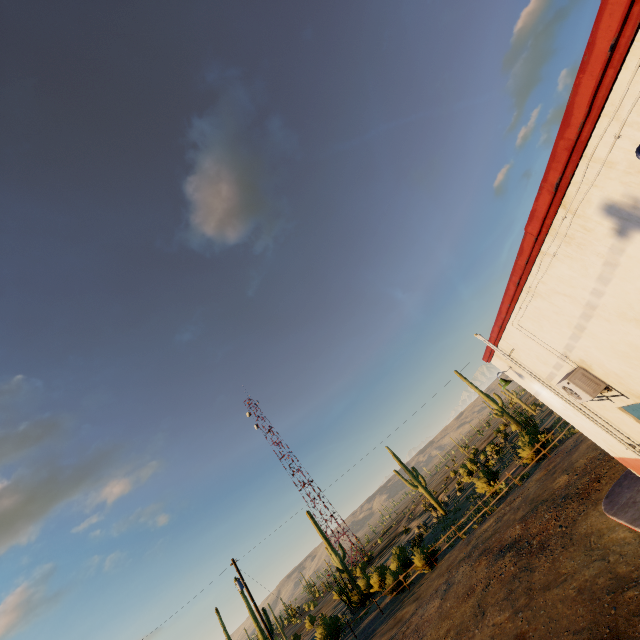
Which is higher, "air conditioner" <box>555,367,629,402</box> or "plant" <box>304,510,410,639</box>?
"air conditioner" <box>555,367,629,402</box>

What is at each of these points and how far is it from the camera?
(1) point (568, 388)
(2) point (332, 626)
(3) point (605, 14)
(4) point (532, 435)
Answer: (1) air conditioner, 7.0m
(2) plant, 25.6m
(3) roof trim, 2.2m
(4) plant, 25.5m

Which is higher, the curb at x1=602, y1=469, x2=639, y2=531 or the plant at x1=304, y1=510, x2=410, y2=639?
the plant at x1=304, y1=510, x2=410, y2=639

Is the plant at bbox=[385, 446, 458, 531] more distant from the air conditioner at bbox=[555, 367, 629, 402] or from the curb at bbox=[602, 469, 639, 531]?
the air conditioner at bbox=[555, 367, 629, 402]

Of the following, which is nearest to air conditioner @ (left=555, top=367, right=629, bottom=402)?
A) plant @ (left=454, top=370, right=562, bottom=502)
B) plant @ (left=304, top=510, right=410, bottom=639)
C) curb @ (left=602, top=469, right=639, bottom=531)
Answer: curb @ (left=602, top=469, right=639, bottom=531)

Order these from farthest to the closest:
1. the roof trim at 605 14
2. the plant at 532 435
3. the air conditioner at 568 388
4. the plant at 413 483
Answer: the plant at 413 483, the plant at 532 435, the air conditioner at 568 388, the roof trim at 605 14

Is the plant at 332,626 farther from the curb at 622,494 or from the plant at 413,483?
the curb at 622,494

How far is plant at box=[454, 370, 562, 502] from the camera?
23.23m
